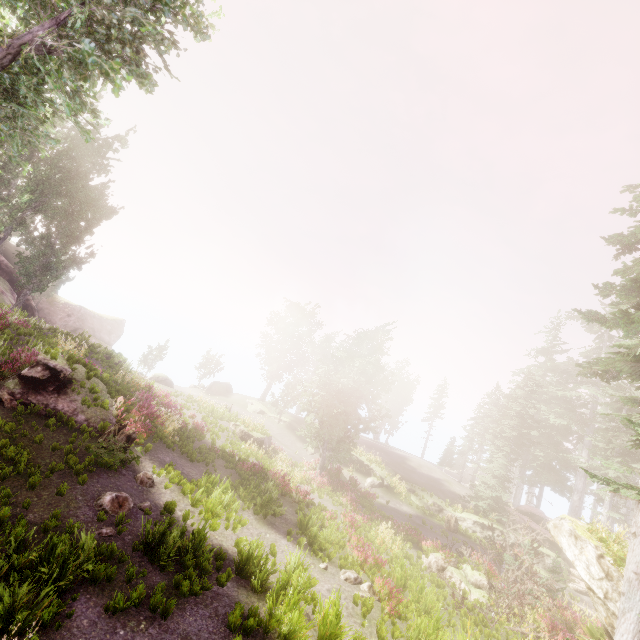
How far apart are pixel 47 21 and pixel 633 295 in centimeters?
2330cm

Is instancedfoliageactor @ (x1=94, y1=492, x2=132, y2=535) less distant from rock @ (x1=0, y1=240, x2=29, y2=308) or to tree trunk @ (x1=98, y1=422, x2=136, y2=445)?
tree trunk @ (x1=98, y1=422, x2=136, y2=445)

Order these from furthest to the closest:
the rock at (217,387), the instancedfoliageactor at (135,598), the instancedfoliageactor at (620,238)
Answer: the rock at (217,387)
the instancedfoliageactor at (620,238)
the instancedfoliageactor at (135,598)

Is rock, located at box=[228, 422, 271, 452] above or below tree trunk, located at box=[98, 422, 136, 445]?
below

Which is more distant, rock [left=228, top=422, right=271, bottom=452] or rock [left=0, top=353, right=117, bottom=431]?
rock [left=228, top=422, right=271, bottom=452]

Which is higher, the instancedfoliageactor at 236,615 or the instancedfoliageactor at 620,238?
the instancedfoliageactor at 620,238

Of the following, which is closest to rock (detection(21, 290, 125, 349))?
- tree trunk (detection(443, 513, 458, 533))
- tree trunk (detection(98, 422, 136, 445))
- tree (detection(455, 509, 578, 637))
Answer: tree trunk (detection(98, 422, 136, 445))

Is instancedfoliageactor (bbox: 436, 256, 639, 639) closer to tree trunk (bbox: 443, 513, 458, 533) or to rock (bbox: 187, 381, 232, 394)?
rock (bbox: 187, 381, 232, 394)
